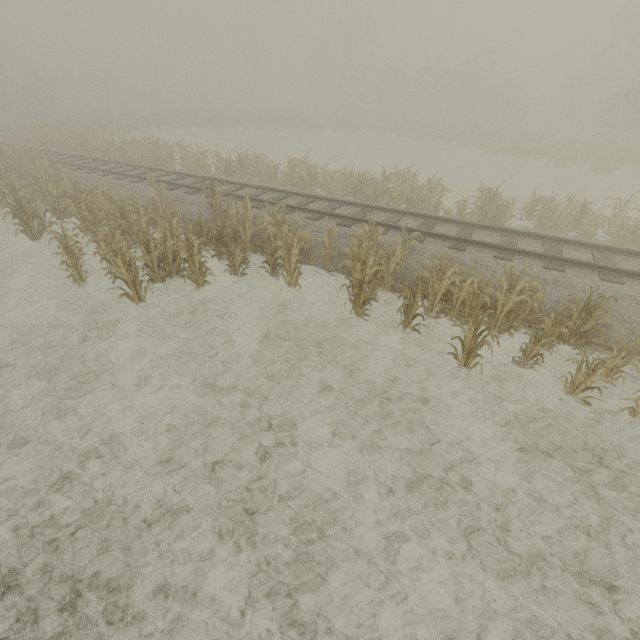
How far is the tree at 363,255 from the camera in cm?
A: 744

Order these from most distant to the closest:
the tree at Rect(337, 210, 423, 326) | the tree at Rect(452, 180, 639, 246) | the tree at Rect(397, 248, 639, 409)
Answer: the tree at Rect(452, 180, 639, 246) → the tree at Rect(337, 210, 423, 326) → the tree at Rect(397, 248, 639, 409)

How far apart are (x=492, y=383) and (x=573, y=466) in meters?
1.9 m

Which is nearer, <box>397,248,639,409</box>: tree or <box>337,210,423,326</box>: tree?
<box>397,248,639,409</box>: tree

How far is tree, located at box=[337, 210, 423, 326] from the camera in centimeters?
744cm

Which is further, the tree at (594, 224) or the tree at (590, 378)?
the tree at (594, 224)

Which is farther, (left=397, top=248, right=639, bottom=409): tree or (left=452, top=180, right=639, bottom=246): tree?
(left=452, top=180, right=639, bottom=246): tree
